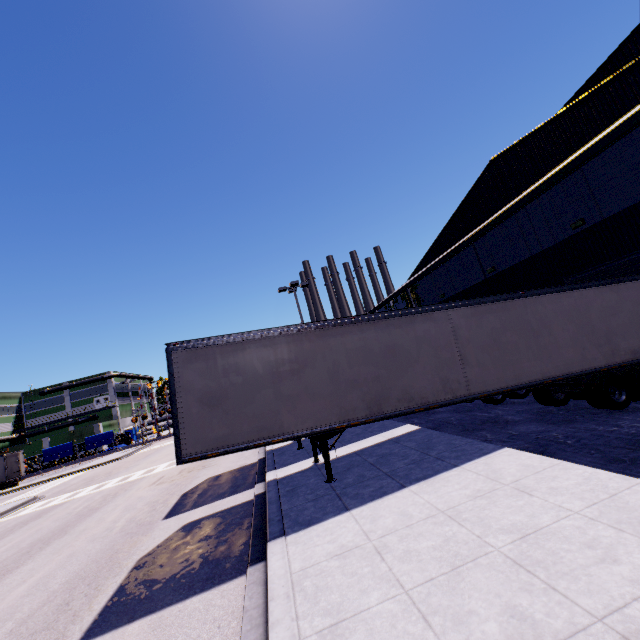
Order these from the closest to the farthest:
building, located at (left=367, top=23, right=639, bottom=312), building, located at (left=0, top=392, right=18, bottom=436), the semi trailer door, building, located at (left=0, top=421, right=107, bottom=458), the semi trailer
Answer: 1. the semi trailer
2. building, located at (left=367, top=23, right=639, bottom=312)
3. the semi trailer door
4. building, located at (left=0, top=421, right=107, bottom=458)
5. building, located at (left=0, top=392, right=18, bottom=436)

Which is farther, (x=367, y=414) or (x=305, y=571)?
(x=367, y=414)

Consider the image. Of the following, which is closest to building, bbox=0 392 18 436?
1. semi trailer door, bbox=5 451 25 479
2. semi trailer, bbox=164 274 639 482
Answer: semi trailer, bbox=164 274 639 482

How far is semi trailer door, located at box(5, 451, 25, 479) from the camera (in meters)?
34.44

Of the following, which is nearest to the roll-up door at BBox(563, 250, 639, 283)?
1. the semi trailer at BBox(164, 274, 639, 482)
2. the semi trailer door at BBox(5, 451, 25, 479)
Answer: the semi trailer at BBox(164, 274, 639, 482)

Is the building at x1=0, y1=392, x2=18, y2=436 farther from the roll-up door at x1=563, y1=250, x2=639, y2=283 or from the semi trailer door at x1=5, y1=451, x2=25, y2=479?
the semi trailer door at x1=5, y1=451, x2=25, y2=479

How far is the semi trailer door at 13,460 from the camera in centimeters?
3444cm

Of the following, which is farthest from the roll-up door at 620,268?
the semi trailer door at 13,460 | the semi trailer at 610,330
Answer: the semi trailer door at 13,460
